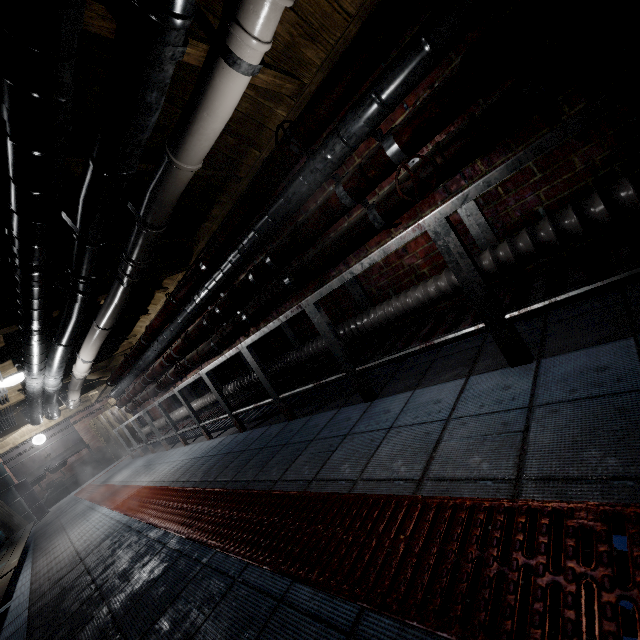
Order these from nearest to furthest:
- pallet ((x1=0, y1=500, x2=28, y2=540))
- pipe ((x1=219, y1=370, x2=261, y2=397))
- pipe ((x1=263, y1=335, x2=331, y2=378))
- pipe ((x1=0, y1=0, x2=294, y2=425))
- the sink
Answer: pipe ((x1=0, y1=0, x2=294, y2=425)) < pipe ((x1=263, y1=335, x2=331, y2=378)) < pipe ((x1=219, y1=370, x2=261, y2=397)) < pallet ((x1=0, y1=500, x2=28, y2=540)) < the sink

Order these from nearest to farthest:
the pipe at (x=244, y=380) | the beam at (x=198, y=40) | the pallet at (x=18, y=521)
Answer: the beam at (x=198, y=40)
the pipe at (x=244, y=380)
the pallet at (x=18, y=521)

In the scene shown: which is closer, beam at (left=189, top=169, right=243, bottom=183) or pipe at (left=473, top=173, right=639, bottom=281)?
pipe at (left=473, top=173, right=639, bottom=281)

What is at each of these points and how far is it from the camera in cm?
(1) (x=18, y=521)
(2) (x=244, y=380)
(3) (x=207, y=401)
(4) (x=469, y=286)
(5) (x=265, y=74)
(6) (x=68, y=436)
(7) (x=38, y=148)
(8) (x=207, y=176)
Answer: (1) pallet, 658
(2) pipe, 393
(3) pipe, 475
(4) table, 152
(5) beam, 193
(6) sink, 995
(7) pipe, 121
(8) beam, 256

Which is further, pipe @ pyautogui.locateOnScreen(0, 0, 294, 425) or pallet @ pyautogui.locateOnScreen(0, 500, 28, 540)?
pallet @ pyautogui.locateOnScreen(0, 500, 28, 540)

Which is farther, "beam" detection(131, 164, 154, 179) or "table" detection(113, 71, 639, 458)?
"beam" detection(131, 164, 154, 179)

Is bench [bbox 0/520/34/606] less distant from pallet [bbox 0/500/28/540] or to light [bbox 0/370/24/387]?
pallet [bbox 0/500/28/540]

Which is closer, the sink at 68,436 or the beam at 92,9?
the beam at 92,9
